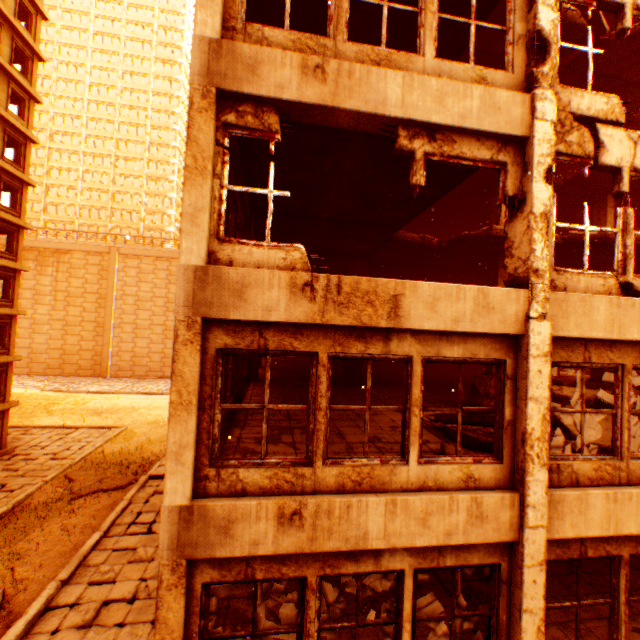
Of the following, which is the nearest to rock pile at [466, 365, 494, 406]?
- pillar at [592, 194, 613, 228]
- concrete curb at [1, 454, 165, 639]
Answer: pillar at [592, 194, 613, 228]

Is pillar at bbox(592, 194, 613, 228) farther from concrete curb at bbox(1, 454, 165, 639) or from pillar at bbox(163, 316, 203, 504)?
concrete curb at bbox(1, 454, 165, 639)

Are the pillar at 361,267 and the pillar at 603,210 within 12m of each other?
yes

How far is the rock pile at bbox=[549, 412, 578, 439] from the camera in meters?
7.2 m

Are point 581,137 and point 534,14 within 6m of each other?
yes

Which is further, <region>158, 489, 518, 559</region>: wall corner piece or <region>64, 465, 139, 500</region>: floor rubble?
<region>64, 465, 139, 500</region>: floor rubble

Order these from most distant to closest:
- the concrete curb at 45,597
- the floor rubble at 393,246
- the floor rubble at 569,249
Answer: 1. the floor rubble at 393,246
2. the floor rubble at 569,249
3. the concrete curb at 45,597

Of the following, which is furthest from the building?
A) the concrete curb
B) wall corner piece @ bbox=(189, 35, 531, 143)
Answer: the concrete curb
